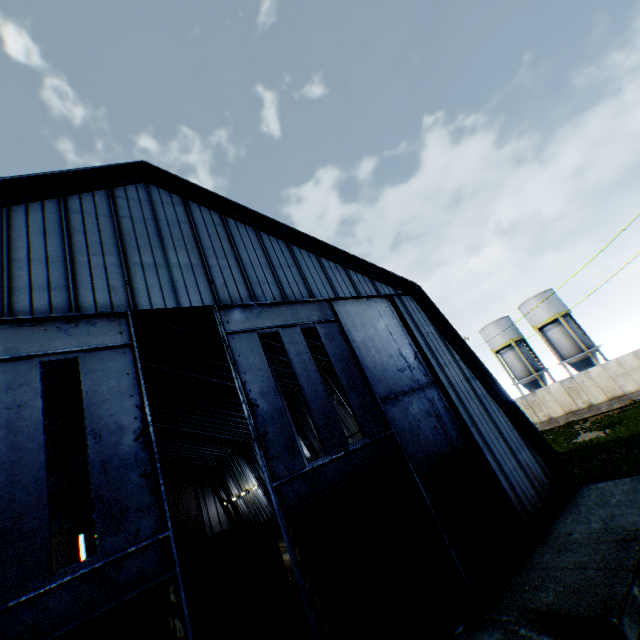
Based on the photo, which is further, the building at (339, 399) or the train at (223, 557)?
the building at (339, 399)

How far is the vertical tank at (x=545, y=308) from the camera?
34.09m

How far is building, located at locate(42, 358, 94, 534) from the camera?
18.5m

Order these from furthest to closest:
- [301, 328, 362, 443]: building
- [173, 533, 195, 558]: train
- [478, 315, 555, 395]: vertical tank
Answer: [478, 315, 555, 395]: vertical tank → [173, 533, 195, 558]: train → [301, 328, 362, 443]: building

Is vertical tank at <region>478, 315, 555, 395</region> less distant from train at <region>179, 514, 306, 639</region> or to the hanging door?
train at <region>179, 514, 306, 639</region>

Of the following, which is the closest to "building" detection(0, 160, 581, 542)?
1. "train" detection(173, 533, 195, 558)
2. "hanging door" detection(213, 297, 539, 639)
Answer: "hanging door" detection(213, 297, 539, 639)

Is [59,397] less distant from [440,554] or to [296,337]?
[296,337]

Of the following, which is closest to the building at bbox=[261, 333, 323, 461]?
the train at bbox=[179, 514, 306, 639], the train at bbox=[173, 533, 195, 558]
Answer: the train at bbox=[179, 514, 306, 639]
